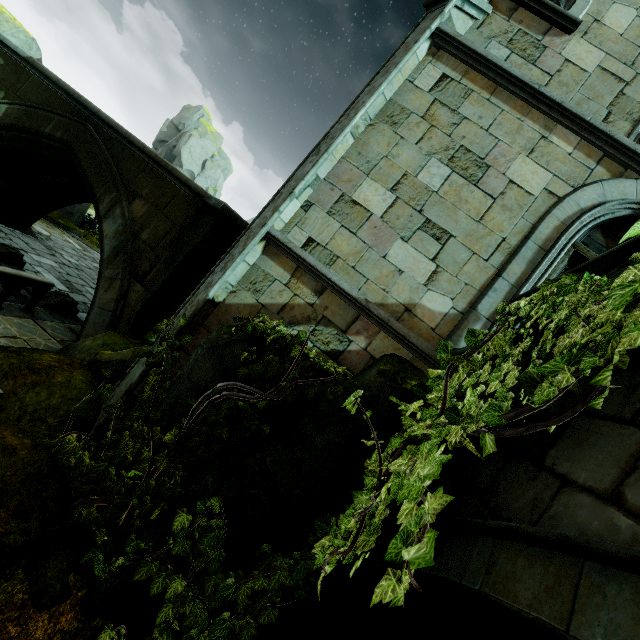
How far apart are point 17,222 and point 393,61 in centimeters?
1424cm

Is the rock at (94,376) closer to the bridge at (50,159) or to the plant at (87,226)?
the bridge at (50,159)

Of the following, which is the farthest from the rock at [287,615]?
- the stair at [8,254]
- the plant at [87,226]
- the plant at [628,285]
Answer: the plant at [87,226]

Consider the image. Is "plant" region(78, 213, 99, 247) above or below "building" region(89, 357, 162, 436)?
below

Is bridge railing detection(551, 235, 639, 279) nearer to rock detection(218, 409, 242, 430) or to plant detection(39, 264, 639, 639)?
plant detection(39, 264, 639, 639)

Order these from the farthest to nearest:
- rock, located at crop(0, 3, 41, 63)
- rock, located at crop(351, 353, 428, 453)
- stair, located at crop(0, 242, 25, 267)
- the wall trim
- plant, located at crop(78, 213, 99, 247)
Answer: plant, located at crop(78, 213, 99, 247)
rock, located at crop(0, 3, 41, 63)
stair, located at crop(0, 242, 25, 267)
the wall trim
rock, located at crop(351, 353, 428, 453)

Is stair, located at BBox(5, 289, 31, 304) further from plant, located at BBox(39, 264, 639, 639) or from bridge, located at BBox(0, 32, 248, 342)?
plant, located at BBox(39, 264, 639, 639)

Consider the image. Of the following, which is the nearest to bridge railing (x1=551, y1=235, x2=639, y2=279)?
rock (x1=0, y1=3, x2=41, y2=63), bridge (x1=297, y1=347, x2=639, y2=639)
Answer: bridge (x1=297, y1=347, x2=639, y2=639)
